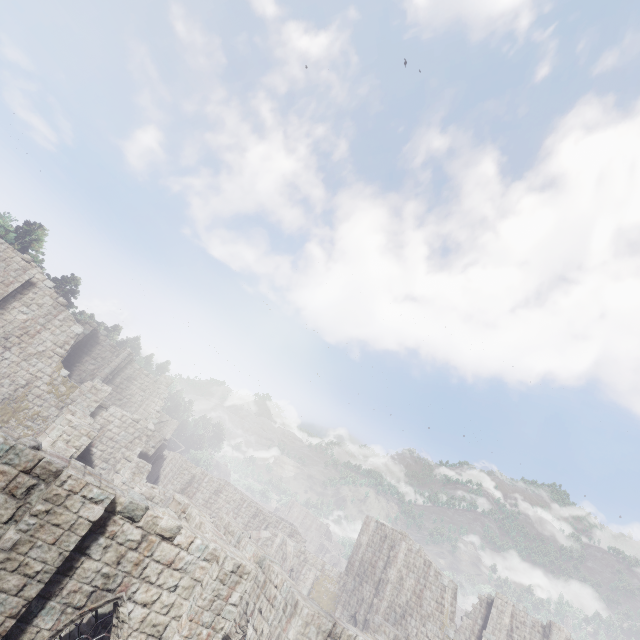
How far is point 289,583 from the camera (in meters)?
12.48
